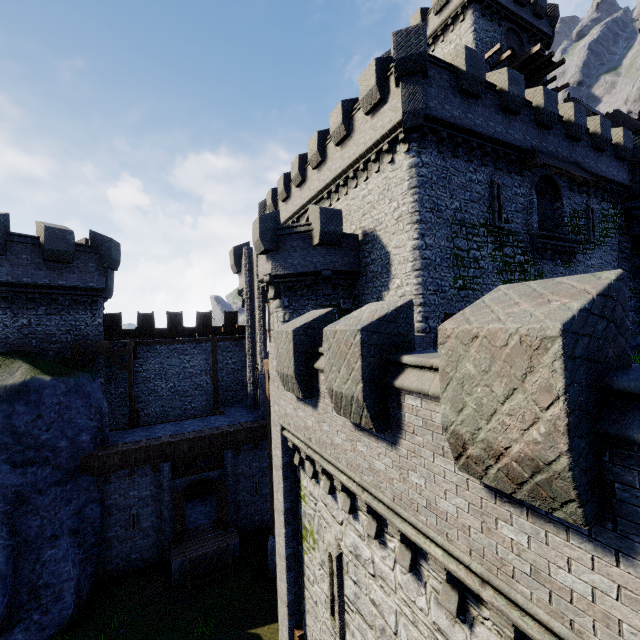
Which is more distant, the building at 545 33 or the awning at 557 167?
the building at 545 33

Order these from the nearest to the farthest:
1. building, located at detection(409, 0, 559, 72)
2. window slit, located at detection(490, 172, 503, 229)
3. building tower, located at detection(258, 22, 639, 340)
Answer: building tower, located at detection(258, 22, 639, 340), window slit, located at detection(490, 172, 503, 229), building, located at detection(409, 0, 559, 72)

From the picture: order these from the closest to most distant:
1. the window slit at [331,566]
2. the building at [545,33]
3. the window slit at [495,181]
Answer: the window slit at [331,566]
the window slit at [495,181]
the building at [545,33]

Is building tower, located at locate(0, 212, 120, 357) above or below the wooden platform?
below

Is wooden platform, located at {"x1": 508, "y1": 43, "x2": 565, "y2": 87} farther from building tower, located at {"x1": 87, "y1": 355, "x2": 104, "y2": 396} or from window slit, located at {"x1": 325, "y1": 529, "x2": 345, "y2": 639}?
window slit, located at {"x1": 325, "y1": 529, "x2": 345, "y2": 639}

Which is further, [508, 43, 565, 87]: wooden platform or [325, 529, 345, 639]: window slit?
[508, 43, 565, 87]: wooden platform

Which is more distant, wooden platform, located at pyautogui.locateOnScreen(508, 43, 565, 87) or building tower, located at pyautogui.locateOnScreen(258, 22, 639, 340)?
wooden platform, located at pyautogui.locateOnScreen(508, 43, 565, 87)

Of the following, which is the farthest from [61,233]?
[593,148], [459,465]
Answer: [593,148]
